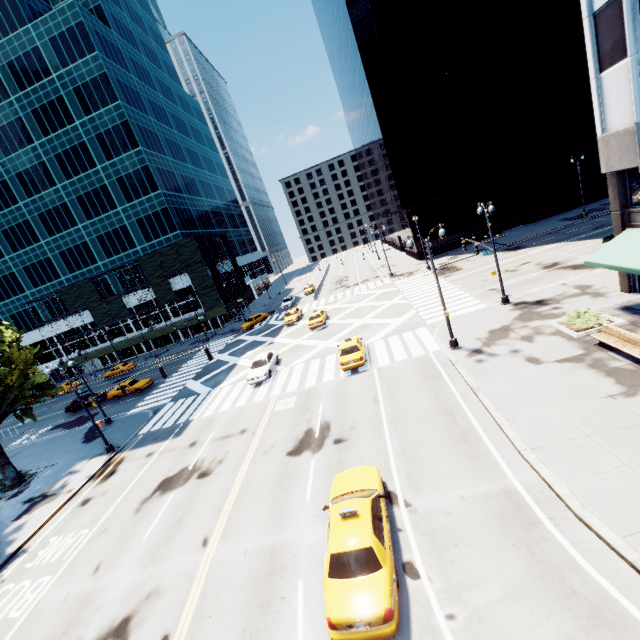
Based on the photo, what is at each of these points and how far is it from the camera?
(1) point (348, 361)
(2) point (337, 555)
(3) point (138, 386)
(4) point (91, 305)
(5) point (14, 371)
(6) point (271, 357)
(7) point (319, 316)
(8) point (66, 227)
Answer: (1) vehicle, 21.7 meters
(2) vehicle, 8.6 meters
(3) vehicle, 35.9 meters
(4) scaffolding, 53.8 meters
(5) tree, 23.8 meters
(6) vehicle, 28.1 meters
(7) vehicle, 35.6 meters
(8) building, 54.3 meters

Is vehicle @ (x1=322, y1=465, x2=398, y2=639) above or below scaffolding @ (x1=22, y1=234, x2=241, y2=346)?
below

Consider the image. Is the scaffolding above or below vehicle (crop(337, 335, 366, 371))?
above

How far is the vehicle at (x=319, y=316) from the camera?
34.7m

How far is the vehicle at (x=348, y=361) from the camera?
21.67m

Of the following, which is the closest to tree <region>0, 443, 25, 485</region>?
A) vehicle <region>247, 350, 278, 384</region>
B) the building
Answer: vehicle <region>247, 350, 278, 384</region>

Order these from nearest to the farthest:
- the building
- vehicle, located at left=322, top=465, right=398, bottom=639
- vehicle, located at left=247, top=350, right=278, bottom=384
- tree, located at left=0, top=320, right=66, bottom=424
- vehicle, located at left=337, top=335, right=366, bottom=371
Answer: vehicle, located at left=322, top=465, right=398, bottom=639
vehicle, located at left=337, top=335, right=366, bottom=371
tree, located at left=0, top=320, right=66, bottom=424
vehicle, located at left=247, top=350, right=278, bottom=384
the building

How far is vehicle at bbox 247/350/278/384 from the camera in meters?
25.6 m
